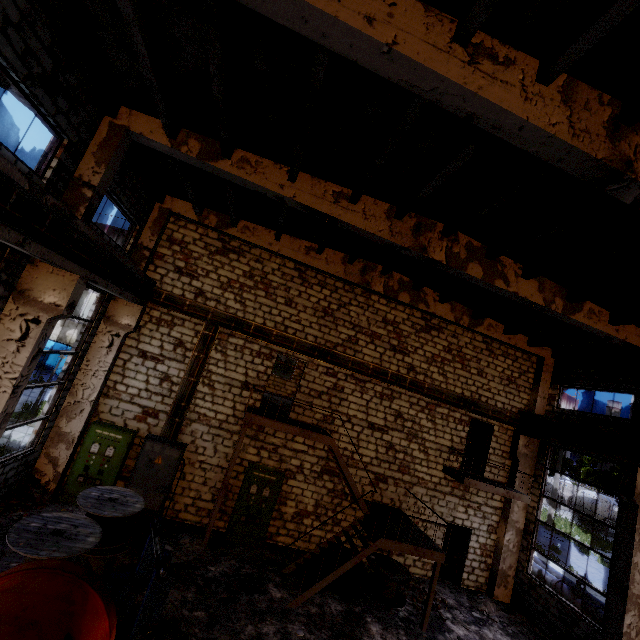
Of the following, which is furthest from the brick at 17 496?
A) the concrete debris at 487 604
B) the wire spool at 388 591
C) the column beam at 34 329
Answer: the concrete debris at 487 604

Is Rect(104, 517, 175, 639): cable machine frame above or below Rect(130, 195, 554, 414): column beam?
below

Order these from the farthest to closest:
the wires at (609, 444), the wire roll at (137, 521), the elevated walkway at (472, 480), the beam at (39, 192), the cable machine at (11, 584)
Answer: the elevated walkway at (472, 480) → the wire roll at (137, 521) → the wires at (609, 444) → the beam at (39, 192) → the cable machine at (11, 584)

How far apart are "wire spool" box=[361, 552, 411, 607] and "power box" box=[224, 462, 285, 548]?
3.57m

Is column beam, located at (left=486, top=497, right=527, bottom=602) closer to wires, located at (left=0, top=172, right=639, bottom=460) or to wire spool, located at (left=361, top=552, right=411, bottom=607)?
wires, located at (left=0, top=172, right=639, bottom=460)

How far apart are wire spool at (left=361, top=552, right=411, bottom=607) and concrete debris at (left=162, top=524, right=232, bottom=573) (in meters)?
4.54

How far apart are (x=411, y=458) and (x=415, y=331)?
5.2 meters

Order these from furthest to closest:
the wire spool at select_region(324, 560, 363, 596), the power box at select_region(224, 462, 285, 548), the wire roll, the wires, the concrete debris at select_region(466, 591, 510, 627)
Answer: the concrete debris at select_region(466, 591, 510, 627) < the power box at select_region(224, 462, 285, 548) < the wire spool at select_region(324, 560, 363, 596) < the wire roll < the wires
